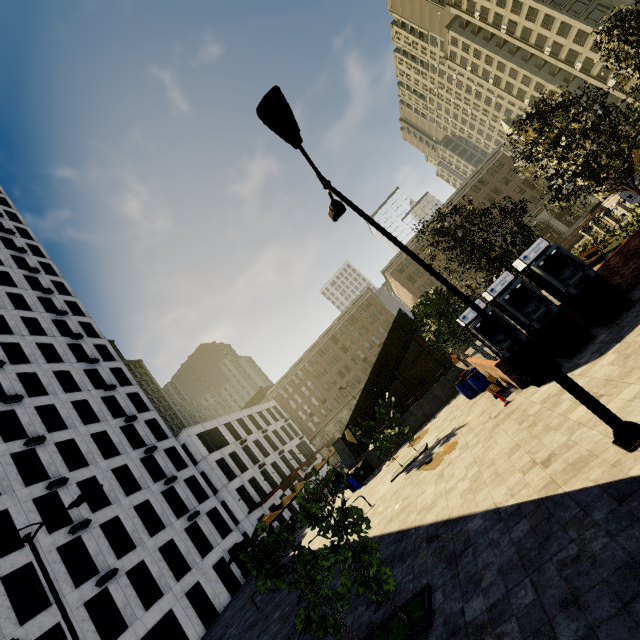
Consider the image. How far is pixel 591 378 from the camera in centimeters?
809cm

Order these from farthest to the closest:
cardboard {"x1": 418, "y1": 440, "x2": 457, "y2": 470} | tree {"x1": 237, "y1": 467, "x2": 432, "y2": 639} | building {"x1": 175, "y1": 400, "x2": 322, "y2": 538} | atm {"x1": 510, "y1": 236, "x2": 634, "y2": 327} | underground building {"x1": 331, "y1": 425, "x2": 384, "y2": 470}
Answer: building {"x1": 175, "y1": 400, "x2": 322, "y2": 538}, underground building {"x1": 331, "y1": 425, "x2": 384, "y2": 470}, cardboard {"x1": 418, "y1": 440, "x2": 457, "y2": 470}, atm {"x1": 510, "y1": 236, "x2": 634, "y2": 327}, tree {"x1": 237, "y1": 467, "x2": 432, "y2": 639}

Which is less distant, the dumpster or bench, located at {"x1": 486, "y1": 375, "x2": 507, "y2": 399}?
bench, located at {"x1": 486, "y1": 375, "x2": 507, "y2": 399}

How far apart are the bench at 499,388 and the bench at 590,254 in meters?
10.5

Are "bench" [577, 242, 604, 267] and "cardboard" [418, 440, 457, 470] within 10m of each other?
no

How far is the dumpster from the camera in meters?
21.1 m

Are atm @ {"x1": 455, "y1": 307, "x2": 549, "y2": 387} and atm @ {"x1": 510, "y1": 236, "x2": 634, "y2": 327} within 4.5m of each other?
yes

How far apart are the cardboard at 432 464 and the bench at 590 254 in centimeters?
1378cm
